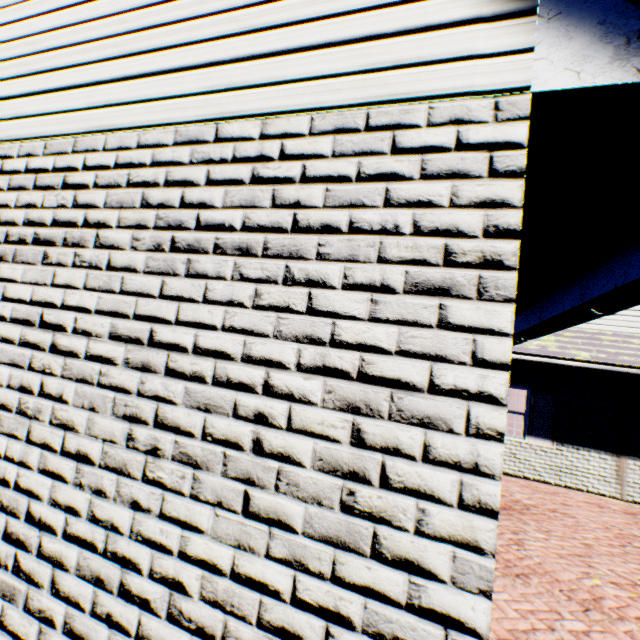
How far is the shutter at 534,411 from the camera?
9.27m

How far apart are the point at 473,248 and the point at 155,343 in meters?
1.4 m

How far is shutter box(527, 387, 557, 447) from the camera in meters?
9.3
